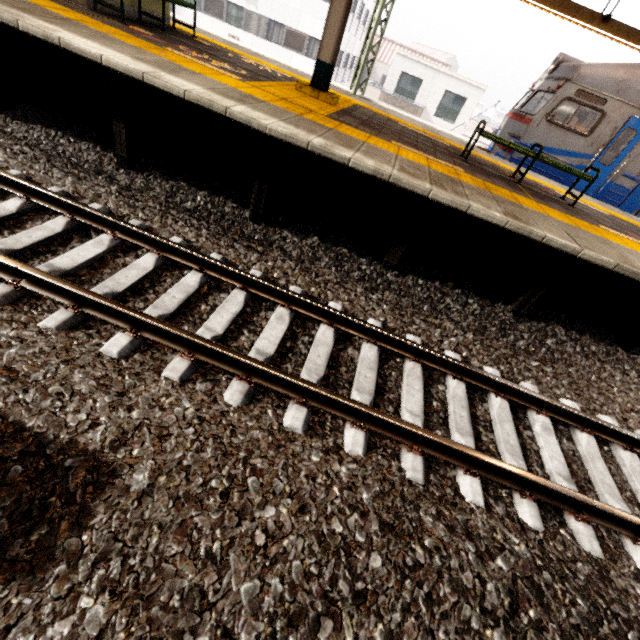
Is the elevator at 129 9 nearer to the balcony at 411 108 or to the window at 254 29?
the balcony at 411 108

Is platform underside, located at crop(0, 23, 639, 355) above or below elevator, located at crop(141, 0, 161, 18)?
below

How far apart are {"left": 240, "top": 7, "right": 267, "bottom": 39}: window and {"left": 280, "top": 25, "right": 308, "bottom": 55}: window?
1.09m

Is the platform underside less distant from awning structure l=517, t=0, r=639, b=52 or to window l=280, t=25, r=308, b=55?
awning structure l=517, t=0, r=639, b=52

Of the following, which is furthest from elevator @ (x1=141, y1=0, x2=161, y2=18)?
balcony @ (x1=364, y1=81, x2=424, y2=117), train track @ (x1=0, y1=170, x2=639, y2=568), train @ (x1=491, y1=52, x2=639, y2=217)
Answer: balcony @ (x1=364, y1=81, x2=424, y2=117)

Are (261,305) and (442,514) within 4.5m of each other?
yes

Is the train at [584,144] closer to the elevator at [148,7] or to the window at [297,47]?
the elevator at [148,7]

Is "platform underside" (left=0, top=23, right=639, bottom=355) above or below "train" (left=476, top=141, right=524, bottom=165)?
below
